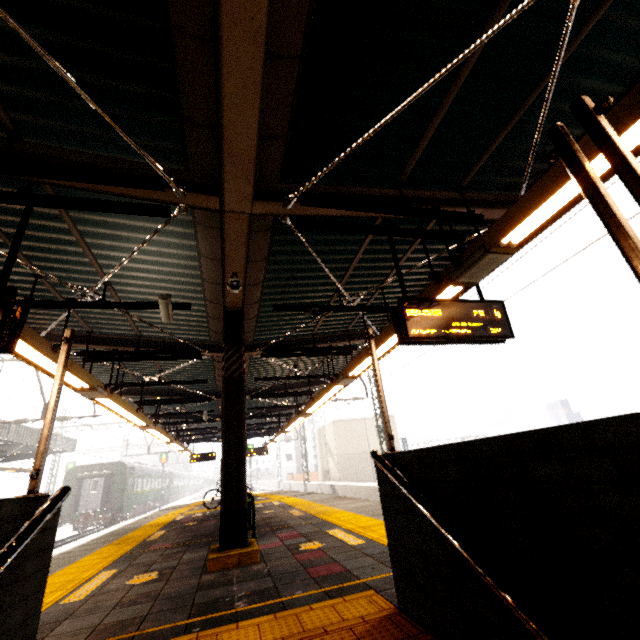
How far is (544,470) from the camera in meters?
1.2 m

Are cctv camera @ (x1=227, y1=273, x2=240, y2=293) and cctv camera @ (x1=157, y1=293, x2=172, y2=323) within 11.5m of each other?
yes

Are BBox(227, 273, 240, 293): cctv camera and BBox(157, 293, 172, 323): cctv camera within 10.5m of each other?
yes

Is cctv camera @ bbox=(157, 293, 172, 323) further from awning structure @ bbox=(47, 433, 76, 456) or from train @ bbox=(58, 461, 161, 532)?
train @ bbox=(58, 461, 161, 532)

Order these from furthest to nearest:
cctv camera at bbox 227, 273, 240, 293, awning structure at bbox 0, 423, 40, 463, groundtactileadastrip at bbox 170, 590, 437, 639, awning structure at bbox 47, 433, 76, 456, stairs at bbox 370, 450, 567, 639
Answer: awning structure at bbox 47, 433, 76, 456 < awning structure at bbox 0, 423, 40, 463 < cctv camera at bbox 227, 273, 240, 293 < groundtactileadastrip at bbox 170, 590, 437, 639 < stairs at bbox 370, 450, 567, 639

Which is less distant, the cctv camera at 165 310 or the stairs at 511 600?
the stairs at 511 600

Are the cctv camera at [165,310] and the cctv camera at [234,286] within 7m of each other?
yes

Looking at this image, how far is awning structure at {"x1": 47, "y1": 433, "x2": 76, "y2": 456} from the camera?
19.5 meters
